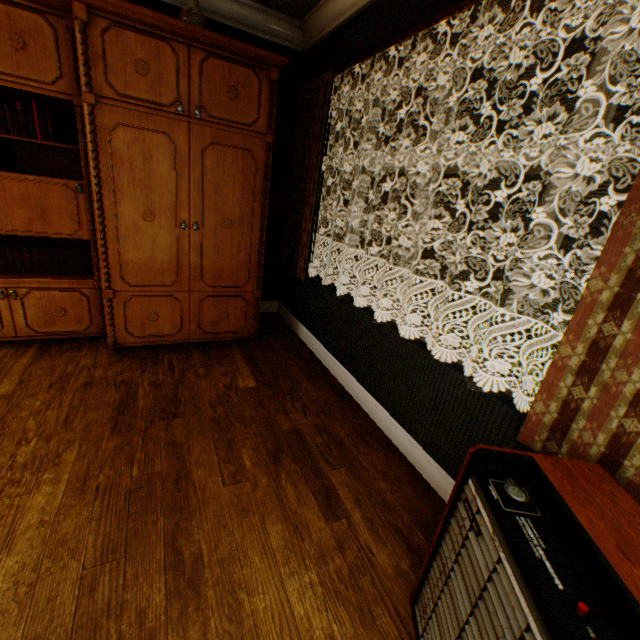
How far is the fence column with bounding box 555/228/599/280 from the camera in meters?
14.8 m

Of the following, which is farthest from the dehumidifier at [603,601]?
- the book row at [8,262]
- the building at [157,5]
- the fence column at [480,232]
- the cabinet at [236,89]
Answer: the fence column at [480,232]

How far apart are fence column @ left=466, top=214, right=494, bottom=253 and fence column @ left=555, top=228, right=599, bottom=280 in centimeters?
473cm

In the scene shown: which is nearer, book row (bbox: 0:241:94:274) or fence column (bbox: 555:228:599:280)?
book row (bbox: 0:241:94:274)

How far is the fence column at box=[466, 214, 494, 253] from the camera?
19.4m

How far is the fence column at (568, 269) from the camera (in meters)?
14.83

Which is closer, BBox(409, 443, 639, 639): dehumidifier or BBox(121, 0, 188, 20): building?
BBox(409, 443, 639, 639): dehumidifier

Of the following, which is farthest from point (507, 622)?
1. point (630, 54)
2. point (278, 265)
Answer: point (278, 265)
